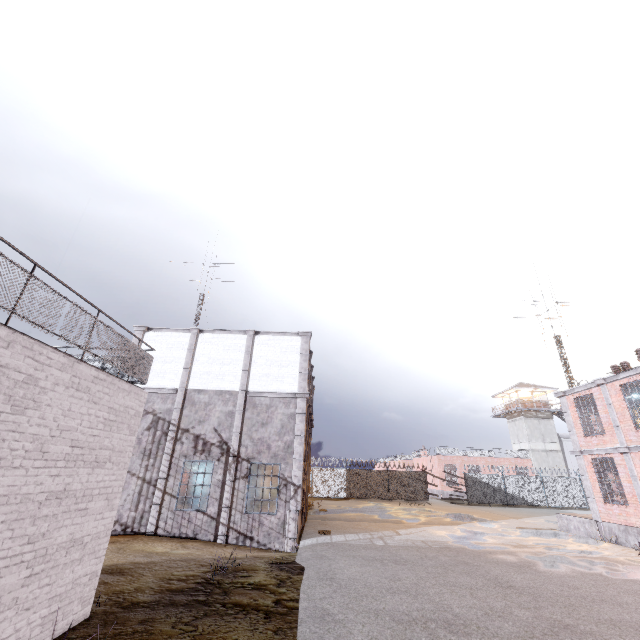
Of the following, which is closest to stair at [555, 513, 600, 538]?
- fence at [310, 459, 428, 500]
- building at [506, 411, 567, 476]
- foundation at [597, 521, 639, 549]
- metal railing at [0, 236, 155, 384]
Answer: foundation at [597, 521, 639, 549]

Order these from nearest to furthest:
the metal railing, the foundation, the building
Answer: the metal railing
the foundation
the building

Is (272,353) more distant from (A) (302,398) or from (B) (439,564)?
(B) (439,564)

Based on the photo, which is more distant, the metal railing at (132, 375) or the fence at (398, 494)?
the fence at (398, 494)

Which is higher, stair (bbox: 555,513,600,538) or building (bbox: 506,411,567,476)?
building (bbox: 506,411,567,476)

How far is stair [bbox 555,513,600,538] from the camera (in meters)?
15.94

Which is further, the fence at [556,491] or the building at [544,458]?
the building at [544,458]

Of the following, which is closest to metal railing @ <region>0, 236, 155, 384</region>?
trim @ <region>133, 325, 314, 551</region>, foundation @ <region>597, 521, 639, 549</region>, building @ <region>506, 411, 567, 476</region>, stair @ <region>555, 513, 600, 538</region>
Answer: trim @ <region>133, 325, 314, 551</region>
